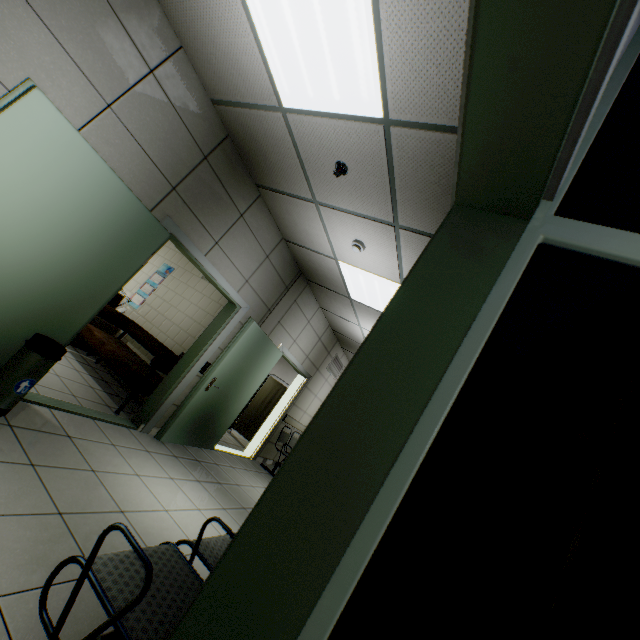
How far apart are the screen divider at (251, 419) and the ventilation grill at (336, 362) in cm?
114

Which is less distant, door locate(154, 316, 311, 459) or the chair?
the chair

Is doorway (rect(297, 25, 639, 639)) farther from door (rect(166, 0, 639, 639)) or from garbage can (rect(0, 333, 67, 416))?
garbage can (rect(0, 333, 67, 416))

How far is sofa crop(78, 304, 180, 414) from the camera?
4.30m

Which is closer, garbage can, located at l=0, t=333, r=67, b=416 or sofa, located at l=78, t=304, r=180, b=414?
garbage can, located at l=0, t=333, r=67, b=416

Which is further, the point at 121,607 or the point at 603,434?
the point at 121,607

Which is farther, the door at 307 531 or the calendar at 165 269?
the calendar at 165 269

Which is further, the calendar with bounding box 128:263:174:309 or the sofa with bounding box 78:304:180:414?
the calendar with bounding box 128:263:174:309
